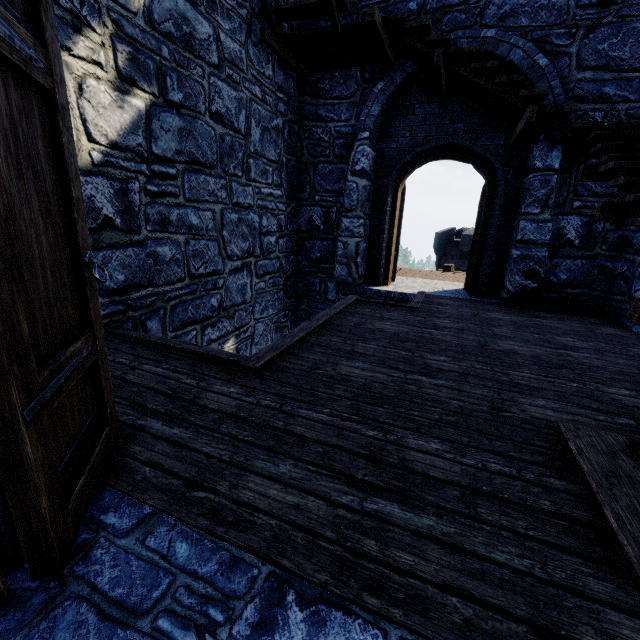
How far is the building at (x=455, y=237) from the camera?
23.8 meters

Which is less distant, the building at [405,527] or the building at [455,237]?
the building at [405,527]

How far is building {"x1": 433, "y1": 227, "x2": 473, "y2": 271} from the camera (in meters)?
23.75

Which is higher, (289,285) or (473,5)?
(473,5)

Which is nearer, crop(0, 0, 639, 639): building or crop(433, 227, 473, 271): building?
crop(0, 0, 639, 639): building
